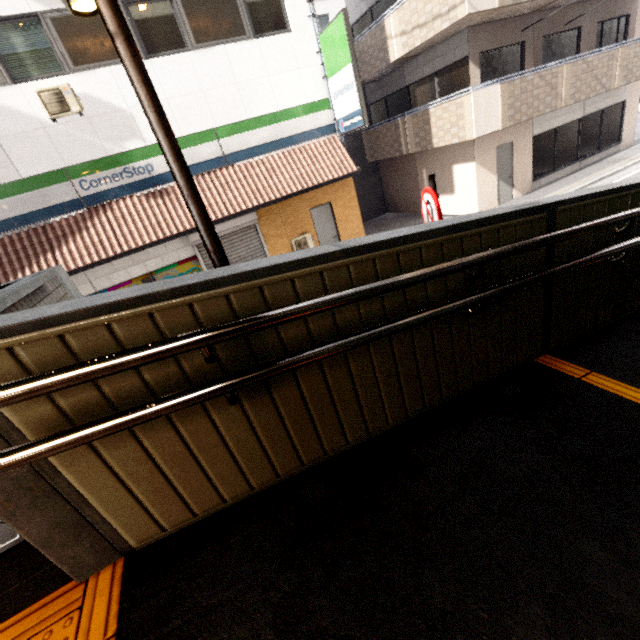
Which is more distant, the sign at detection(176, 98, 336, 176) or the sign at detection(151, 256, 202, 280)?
the sign at detection(151, 256, 202, 280)

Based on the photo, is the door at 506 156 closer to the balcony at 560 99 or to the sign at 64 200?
the balcony at 560 99

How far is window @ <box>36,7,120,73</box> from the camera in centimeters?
731cm

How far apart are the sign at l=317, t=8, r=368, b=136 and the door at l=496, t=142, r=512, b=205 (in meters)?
5.37

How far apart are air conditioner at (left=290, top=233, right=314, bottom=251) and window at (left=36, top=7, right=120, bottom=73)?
5.91m

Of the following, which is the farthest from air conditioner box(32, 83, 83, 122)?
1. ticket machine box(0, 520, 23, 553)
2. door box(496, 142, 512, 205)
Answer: door box(496, 142, 512, 205)

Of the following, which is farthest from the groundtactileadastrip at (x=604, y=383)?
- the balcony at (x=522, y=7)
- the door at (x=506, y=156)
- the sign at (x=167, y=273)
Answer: the door at (x=506, y=156)

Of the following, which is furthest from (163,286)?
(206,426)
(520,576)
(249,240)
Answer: (249,240)
